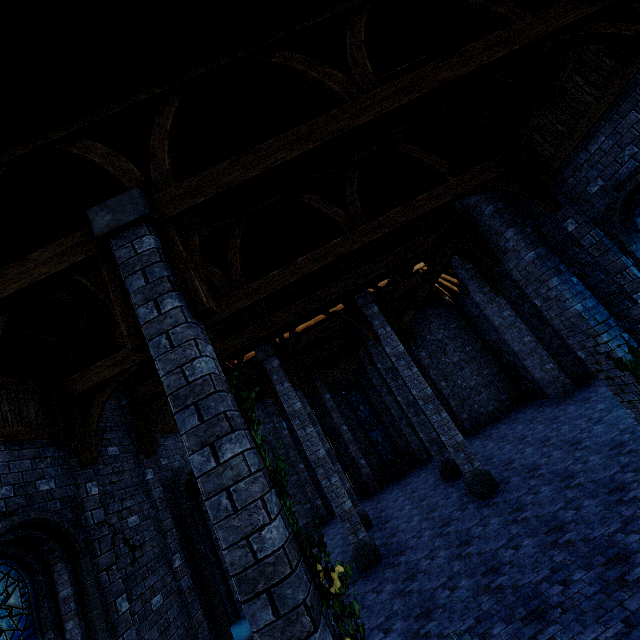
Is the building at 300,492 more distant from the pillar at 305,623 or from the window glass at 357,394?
the window glass at 357,394

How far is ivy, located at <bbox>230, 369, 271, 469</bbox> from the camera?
3.09m

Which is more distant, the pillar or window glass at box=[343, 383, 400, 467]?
window glass at box=[343, 383, 400, 467]

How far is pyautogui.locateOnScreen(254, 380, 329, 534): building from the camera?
16.4 meters

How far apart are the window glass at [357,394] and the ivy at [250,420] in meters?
15.5

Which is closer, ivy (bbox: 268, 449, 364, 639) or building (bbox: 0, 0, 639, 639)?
ivy (bbox: 268, 449, 364, 639)

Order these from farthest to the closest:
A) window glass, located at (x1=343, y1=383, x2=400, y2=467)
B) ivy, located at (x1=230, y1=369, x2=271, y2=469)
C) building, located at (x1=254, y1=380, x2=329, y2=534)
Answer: window glass, located at (x1=343, y1=383, x2=400, y2=467) → building, located at (x1=254, y1=380, x2=329, y2=534) → ivy, located at (x1=230, y1=369, x2=271, y2=469)

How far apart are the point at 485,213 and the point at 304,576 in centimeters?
872cm
